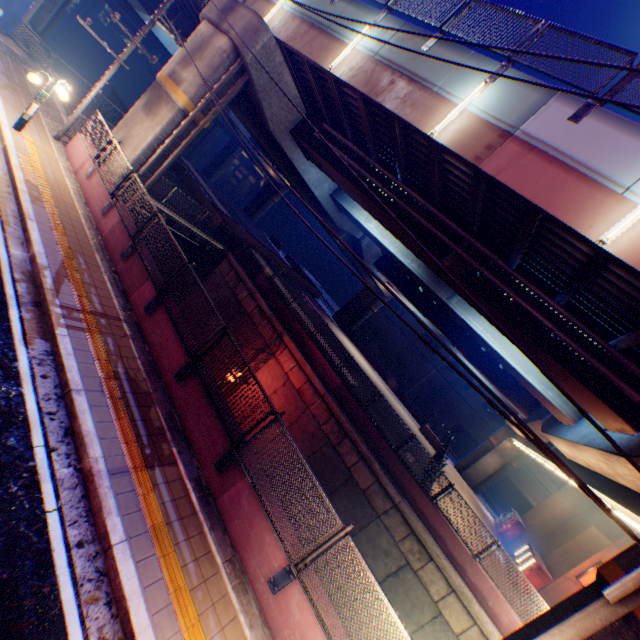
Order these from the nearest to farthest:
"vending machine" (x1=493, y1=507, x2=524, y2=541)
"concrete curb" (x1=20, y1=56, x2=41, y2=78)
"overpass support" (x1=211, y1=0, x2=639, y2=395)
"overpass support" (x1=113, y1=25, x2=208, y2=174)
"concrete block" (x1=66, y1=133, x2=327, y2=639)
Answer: "concrete block" (x1=66, y1=133, x2=327, y2=639) < "overpass support" (x1=211, y1=0, x2=639, y2=395) < "overpass support" (x1=113, y1=25, x2=208, y2=174) < "concrete curb" (x1=20, y1=56, x2=41, y2=78) < "vending machine" (x1=493, y1=507, x2=524, y2=541)

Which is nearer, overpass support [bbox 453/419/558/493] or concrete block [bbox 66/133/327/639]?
concrete block [bbox 66/133/327/639]

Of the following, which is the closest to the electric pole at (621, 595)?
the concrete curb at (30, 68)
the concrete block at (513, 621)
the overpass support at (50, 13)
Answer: the concrete curb at (30, 68)

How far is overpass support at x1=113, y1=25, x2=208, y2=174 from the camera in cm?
1332

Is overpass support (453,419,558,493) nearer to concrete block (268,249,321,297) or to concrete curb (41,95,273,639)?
concrete block (268,249,321,297)

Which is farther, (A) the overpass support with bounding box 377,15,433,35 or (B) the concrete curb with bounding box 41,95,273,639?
(A) the overpass support with bounding box 377,15,433,35

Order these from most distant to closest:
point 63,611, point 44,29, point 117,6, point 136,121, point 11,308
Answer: point 117,6
point 44,29
point 136,121
point 11,308
point 63,611

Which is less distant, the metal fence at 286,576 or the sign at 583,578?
the metal fence at 286,576
